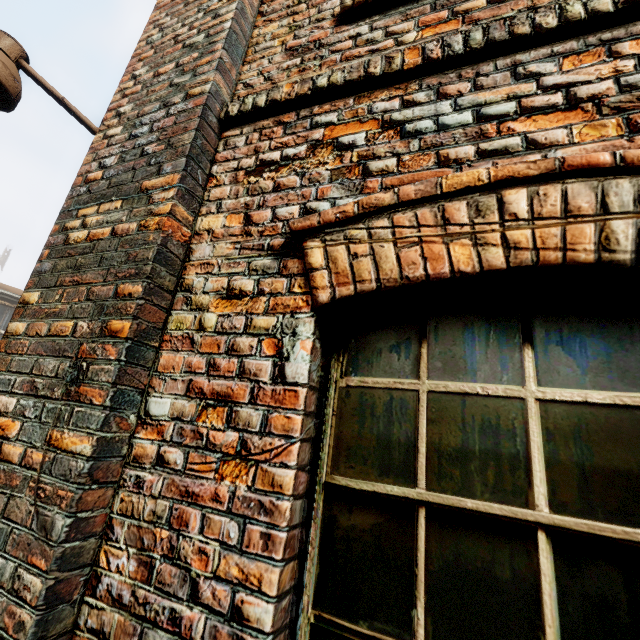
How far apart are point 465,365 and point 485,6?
1.5 meters
